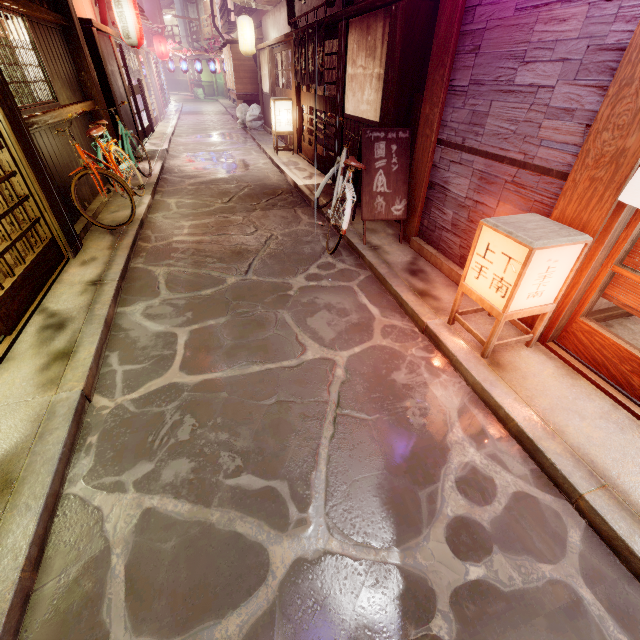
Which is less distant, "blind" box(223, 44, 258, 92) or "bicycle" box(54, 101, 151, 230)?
"bicycle" box(54, 101, 151, 230)

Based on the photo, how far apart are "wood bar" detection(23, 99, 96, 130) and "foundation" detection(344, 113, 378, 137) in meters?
8.8 m

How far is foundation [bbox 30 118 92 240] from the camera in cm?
831

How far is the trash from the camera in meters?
26.1

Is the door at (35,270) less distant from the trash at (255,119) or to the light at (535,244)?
the light at (535,244)

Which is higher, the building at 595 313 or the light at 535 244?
the light at 535 244

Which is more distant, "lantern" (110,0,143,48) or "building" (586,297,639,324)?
"lantern" (110,0,143,48)

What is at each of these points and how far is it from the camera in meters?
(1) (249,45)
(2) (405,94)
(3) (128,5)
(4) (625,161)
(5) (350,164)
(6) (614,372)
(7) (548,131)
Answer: (1) lantern, 21.8
(2) wood pole, 8.6
(3) lantern, 14.9
(4) wood pole, 4.1
(5) bicycle, 8.0
(6) door, 4.8
(7) house, 5.0
